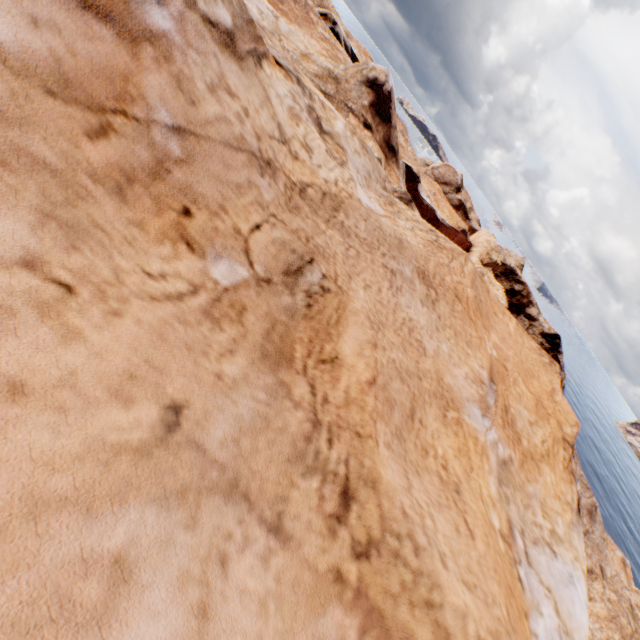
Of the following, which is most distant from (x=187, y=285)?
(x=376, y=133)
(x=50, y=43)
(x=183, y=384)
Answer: (x=376, y=133)
